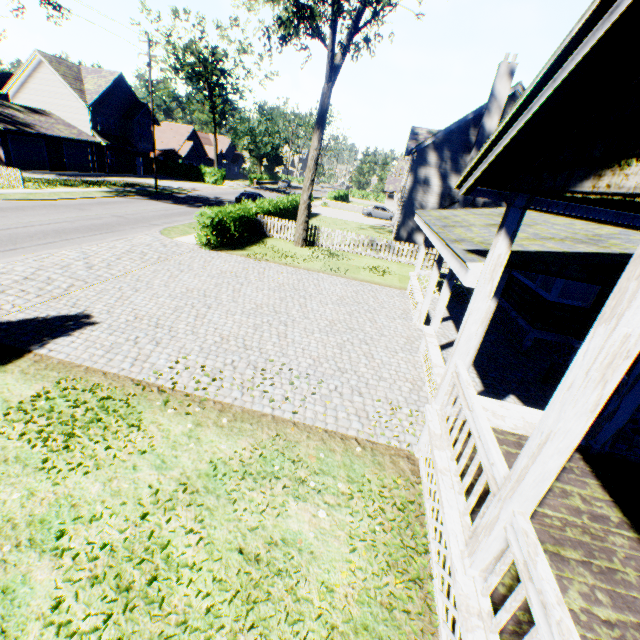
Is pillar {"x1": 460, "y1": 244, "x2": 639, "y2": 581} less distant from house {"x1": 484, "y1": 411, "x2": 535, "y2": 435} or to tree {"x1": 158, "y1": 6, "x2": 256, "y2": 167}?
house {"x1": 484, "y1": 411, "x2": 535, "y2": 435}

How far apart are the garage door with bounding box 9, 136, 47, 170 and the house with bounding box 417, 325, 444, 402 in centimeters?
4065cm

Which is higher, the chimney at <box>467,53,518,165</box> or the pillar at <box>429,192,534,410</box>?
the chimney at <box>467,53,518,165</box>

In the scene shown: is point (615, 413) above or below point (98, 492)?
above

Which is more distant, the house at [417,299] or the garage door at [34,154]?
the garage door at [34,154]

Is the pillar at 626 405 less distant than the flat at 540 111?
No

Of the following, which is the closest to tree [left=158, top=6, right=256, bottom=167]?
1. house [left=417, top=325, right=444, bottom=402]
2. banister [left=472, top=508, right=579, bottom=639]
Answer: house [left=417, top=325, right=444, bottom=402]

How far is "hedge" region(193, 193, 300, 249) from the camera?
15.47m
